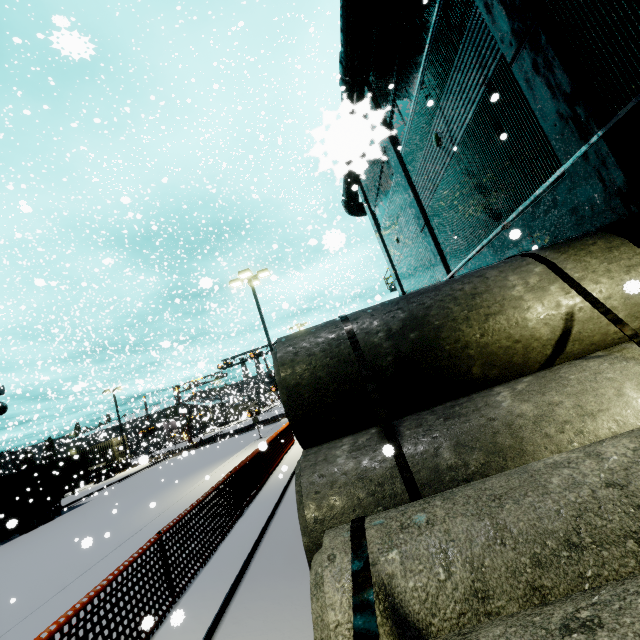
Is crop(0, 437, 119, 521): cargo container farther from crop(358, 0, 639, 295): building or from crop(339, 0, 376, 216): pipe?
crop(339, 0, 376, 216): pipe

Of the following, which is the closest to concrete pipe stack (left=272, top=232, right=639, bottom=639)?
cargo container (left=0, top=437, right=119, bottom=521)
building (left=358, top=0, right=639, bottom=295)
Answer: building (left=358, top=0, right=639, bottom=295)

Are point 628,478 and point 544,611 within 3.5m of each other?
yes

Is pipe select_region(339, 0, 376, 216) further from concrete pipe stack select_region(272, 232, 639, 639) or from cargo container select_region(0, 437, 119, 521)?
concrete pipe stack select_region(272, 232, 639, 639)

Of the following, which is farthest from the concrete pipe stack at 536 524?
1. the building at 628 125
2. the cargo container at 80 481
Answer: the cargo container at 80 481

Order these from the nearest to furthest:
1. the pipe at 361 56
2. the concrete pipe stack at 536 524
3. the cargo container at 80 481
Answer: the pipe at 361 56 → the concrete pipe stack at 536 524 → the cargo container at 80 481

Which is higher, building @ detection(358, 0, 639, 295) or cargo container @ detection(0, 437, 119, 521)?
building @ detection(358, 0, 639, 295)
